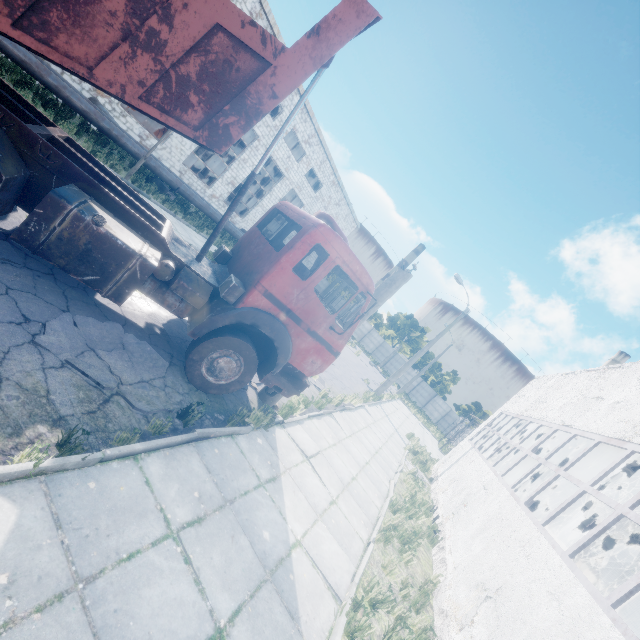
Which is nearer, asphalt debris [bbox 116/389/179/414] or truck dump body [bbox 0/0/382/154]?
truck dump body [bbox 0/0/382/154]

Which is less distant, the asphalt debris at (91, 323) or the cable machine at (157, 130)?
the asphalt debris at (91, 323)

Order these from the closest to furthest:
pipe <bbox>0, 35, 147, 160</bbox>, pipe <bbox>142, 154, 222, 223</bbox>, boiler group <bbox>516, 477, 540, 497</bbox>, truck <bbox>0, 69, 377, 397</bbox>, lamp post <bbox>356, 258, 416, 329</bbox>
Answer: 1. truck <bbox>0, 69, 377, 397</bbox>
2. lamp post <bbox>356, 258, 416, 329</bbox>
3. pipe <bbox>0, 35, 147, 160</bbox>
4. pipe <bbox>142, 154, 222, 223</bbox>
5. boiler group <bbox>516, 477, 540, 497</bbox>

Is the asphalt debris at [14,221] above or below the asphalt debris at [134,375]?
above

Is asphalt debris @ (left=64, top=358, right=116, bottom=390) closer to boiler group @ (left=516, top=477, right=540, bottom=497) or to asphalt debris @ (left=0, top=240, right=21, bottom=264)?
asphalt debris @ (left=0, top=240, right=21, bottom=264)

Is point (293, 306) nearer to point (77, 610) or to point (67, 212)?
point (67, 212)

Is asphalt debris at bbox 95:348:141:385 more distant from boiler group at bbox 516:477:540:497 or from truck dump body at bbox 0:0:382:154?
boiler group at bbox 516:477:540:497

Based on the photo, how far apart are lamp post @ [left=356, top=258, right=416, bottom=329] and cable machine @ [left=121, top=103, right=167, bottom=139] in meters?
19.9 m
